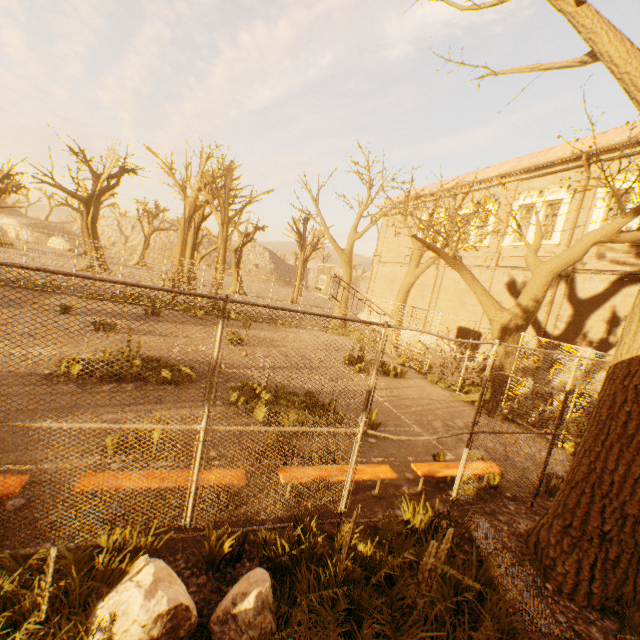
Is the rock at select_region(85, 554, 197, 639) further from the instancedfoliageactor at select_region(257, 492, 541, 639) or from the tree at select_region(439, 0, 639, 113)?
the tree at select_region(439, 0, 639, 113)

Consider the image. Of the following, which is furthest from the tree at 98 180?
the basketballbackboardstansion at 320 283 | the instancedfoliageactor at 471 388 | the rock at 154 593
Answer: the rock at 154 593

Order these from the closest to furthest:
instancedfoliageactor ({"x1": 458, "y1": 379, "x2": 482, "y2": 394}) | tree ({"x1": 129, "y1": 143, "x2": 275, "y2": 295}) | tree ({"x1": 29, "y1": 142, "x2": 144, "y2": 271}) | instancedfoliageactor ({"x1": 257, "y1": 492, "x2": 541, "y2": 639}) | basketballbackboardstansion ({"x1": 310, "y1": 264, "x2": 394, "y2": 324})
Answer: instancedfoliageactor ({"x1": 257, "y1": 492, "x2": 541, "y2": 639}) → basketballbackboardstansion ({"x1": 310, "y1": 264, "x2": 394, "y2": 324}) → instancedfoliageactor ({"x1": 458, "y1": 379, "x2": 482, "y2": 394}) → tree ({"x1": 129, "y1": 143, "x2": 275, "y2": 295}) → tree ({"x1": 29, "y1": 142, "x2": 144, "y2": 271})

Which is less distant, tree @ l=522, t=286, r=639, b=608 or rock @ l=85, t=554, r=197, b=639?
rock @ l=85, t=554, r=197, b=639

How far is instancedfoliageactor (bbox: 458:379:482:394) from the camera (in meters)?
12.91

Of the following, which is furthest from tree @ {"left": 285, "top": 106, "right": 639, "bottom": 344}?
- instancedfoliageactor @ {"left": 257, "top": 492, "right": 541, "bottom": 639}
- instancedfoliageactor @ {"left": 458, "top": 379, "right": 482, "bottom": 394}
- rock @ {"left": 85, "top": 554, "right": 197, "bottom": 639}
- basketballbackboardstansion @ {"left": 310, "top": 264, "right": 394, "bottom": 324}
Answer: rock @ {"left": 85, "top": 554, "right": 197, "bottom": 639}

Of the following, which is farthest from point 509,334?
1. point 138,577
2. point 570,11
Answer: point 138,577

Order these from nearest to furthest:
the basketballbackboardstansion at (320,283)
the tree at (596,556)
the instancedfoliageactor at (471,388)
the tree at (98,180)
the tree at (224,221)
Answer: the tree at (596,556) < the basketballbackboardstansion at (320,283) < the instancedfoliageactor at (471,388) < the tree at (224,221) < the tree at (98,180)
